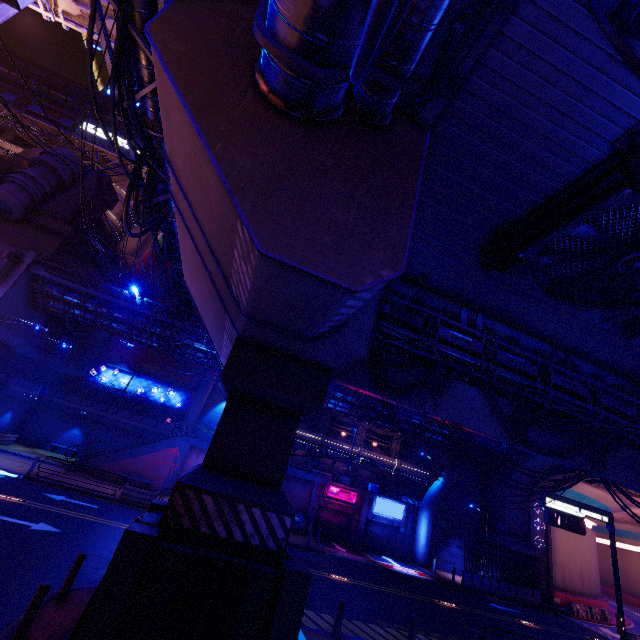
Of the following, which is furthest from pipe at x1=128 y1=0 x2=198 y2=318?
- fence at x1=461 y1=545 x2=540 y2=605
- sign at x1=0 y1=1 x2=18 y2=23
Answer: fence at x1=461 y1=545 x2=540 y2=605

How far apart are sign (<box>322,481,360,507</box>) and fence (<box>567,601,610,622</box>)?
19.78m

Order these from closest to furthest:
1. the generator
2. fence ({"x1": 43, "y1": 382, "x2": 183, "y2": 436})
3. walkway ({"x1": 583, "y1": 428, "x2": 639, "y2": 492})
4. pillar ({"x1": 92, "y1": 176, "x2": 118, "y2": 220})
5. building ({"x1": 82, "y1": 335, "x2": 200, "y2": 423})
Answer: walkway ({"x1": 583, "y1": 428, "x2": 639, "y2": 492})
the generator
fence ({"x1": 43, "y1": 382, "x2": 183, "y2": 436})
pillar ({"x1": 92, "y1": 176, "x2": 118, "y2": 220})
building ({"x1": 82, "y1": 335, "x2": 200, "y2": 423})

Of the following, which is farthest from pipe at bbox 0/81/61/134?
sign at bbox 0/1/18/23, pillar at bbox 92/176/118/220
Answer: sign at bbox 0/1/18/23

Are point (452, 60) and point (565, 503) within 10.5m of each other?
no

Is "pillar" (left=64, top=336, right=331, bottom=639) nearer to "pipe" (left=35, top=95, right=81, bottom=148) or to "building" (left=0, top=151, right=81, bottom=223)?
"building" (left=0, top=151, right=81, bottom=223)

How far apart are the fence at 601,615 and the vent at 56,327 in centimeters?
5218cm

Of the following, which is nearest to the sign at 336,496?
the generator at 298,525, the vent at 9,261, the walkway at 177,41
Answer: the generator at 298,525
